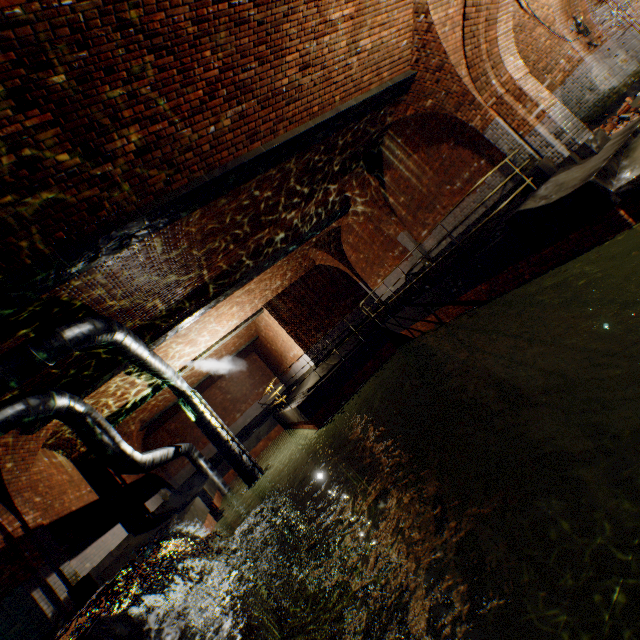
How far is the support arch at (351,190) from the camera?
11.17m

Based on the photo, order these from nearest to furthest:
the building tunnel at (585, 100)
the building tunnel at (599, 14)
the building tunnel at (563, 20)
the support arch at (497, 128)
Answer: the support arch at (497, 128) < the building tunnel at (563, 20) < the building tunnel at (585, 100) < the building tunnel at (599, 14)

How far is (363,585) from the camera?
9.5 meters

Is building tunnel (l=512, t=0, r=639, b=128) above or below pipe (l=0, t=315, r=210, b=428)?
below

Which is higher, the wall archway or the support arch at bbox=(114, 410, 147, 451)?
the support arch at bbox=(114, 410, 147, 451)

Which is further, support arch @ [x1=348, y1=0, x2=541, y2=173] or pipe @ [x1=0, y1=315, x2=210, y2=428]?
support arch @ [x1=348, y1=0, x2=541, y2=173]

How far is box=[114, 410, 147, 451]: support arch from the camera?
15.6m

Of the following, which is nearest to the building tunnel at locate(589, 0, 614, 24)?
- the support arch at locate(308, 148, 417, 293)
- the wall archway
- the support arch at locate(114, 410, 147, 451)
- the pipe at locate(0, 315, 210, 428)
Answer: the wall archway
